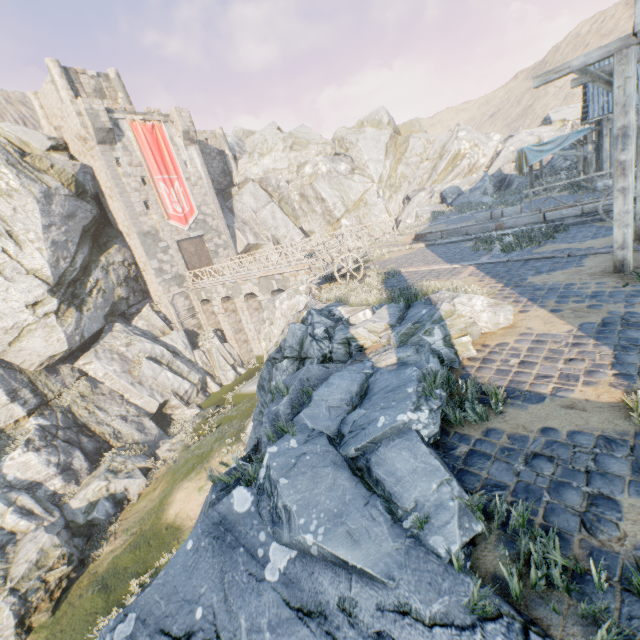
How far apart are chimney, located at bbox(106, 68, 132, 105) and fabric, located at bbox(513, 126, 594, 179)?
32.1 meters

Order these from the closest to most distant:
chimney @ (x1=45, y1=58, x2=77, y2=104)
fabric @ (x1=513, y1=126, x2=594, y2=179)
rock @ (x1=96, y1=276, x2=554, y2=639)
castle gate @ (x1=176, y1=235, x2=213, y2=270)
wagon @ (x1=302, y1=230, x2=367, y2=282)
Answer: rock @ (x1=96, y1=276, x2=554, y2=639), wagon @ (x1=302, y1=230, x2=367, y2=282), fabric @ (x1=513, y1=126, x2=594, y2=179), chimney @ (x1=45, y1=58, x2=77, y2=104), castle gate @ (x1=176, y1=235, x2=213, y2=270)

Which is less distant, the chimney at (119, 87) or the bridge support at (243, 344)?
the bridge support at (243, 344)

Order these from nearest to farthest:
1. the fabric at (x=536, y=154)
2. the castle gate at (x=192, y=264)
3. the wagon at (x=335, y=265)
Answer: the wagon at (x=335, y=265) < the fabric at (x=536, y=154) < the castle gate at (x=192, y=264)

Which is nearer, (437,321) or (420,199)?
(437,321)

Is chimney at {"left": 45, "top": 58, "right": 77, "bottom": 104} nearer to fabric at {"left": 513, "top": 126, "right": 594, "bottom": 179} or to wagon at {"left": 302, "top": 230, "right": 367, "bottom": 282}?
wagon at {"left": 302, "top": 230, "right": 367, "bottom": 282}

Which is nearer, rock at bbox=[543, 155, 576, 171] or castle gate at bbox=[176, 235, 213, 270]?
rock at bbox=[543, 155, 576, 171]

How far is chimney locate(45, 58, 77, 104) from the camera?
25.6m
